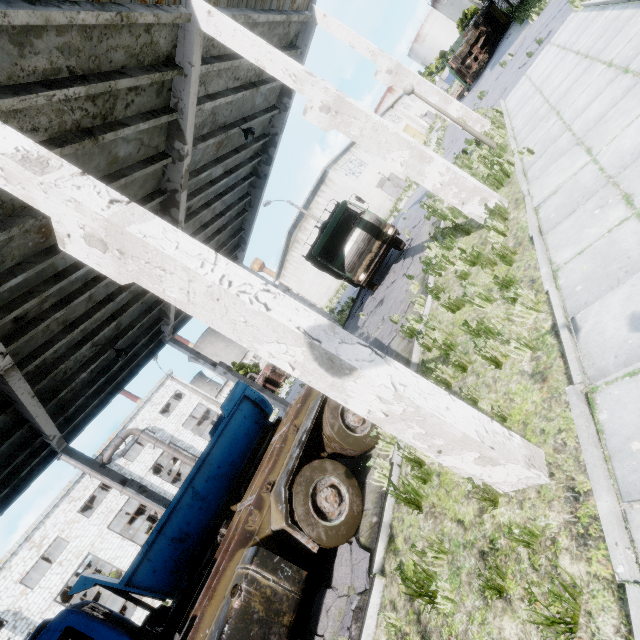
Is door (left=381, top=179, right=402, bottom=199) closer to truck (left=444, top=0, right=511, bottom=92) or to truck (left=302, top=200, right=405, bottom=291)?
truck (left=444, top=0, right=511, bottom=92)

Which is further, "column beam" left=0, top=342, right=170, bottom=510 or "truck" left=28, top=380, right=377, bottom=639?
"column beam" left=0, top=342, right=170, bottom=510

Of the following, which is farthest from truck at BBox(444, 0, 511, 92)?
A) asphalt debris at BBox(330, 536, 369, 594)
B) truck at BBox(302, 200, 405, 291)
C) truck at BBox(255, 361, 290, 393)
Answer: asphalt debris at BBox(330, 536, 369, 594)

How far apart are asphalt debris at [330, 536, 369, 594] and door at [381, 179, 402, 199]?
33.66m

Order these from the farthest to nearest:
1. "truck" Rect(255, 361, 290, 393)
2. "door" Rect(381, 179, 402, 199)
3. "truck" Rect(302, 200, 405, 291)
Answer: "truck" Rect(255, 361, 290, 393) < "door" Rect(381, 179, 402, 199) < "truck" Rect(302, 200, 405, 291)

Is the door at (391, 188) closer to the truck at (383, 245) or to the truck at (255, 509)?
the truck at (383, 245)

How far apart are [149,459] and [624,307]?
33.3 meters

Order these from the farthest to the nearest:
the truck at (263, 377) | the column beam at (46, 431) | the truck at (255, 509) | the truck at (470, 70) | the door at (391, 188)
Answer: the truck at (263, 377) < the door at (391, 188) < the truck at (470, 70) < the column beam at (46, 431) < the truck at (255, 509)
